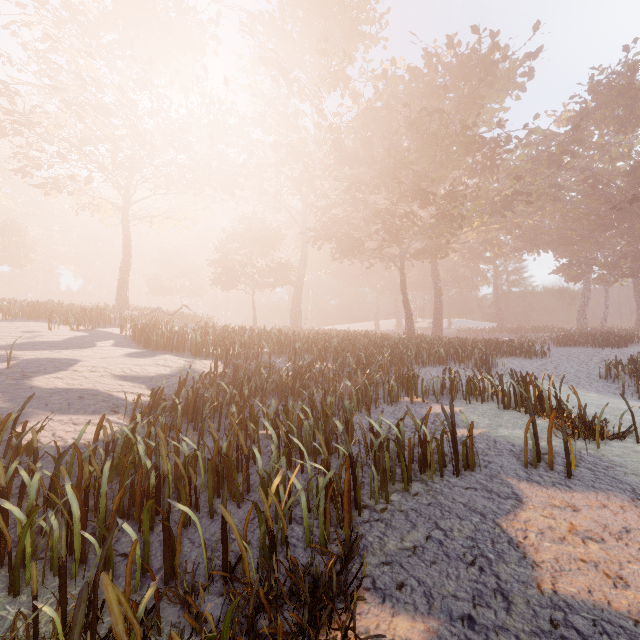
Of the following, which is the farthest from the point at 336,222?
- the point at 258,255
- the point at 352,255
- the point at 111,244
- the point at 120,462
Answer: the point at 111,244
